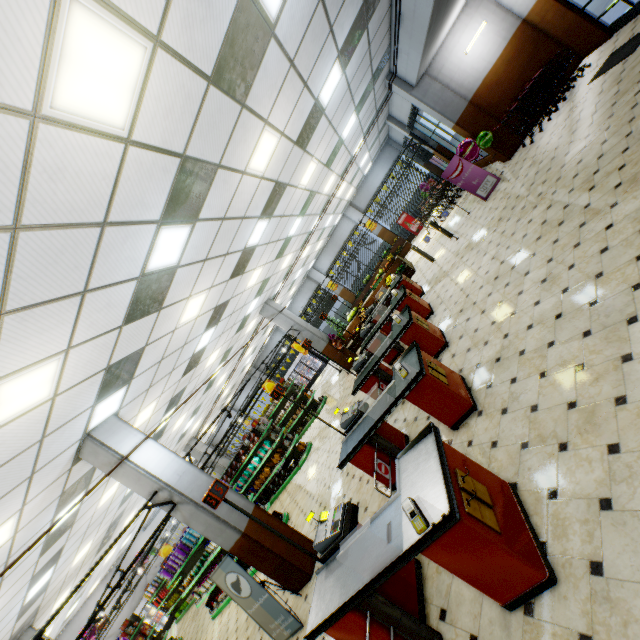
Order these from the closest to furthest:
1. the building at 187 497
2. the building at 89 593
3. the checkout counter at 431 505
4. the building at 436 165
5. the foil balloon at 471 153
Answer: the checkout counter at 431 505 < the building at 187 497 < the foil balloon at 471 153 < the building at 89 593 < the building at 436 165

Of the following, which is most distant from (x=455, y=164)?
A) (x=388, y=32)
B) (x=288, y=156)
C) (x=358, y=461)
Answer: (x=358, y=461)

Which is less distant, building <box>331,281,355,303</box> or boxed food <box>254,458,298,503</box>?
boxed food <box>254,458,298,503</box>

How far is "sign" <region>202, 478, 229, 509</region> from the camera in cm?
356

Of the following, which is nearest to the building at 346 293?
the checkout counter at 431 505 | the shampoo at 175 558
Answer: the checkout counter at 431 505

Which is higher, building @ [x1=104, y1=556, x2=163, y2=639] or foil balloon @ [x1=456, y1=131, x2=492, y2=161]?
building @ [x1=104, y1=556, x2=163, y2=639]

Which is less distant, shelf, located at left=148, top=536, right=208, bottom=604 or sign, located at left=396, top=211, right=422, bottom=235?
shelf, located at left=148, top=536, right=208, bottom=604

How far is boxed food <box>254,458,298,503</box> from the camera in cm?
1255
